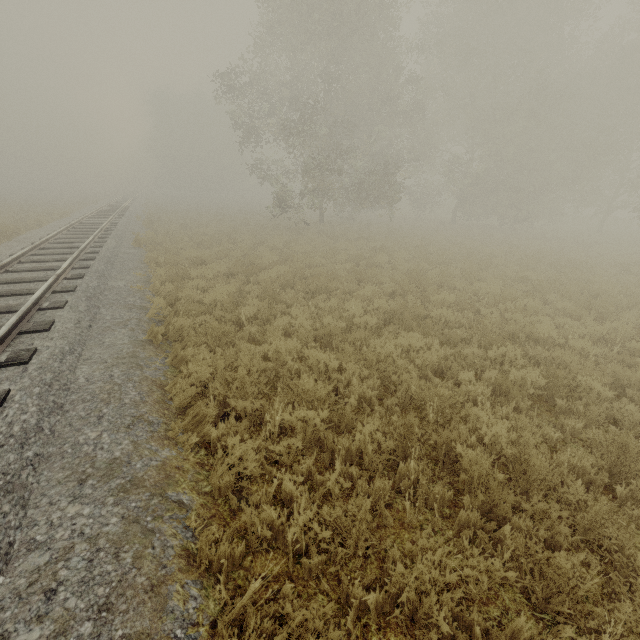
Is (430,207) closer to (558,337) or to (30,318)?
(558,337)
